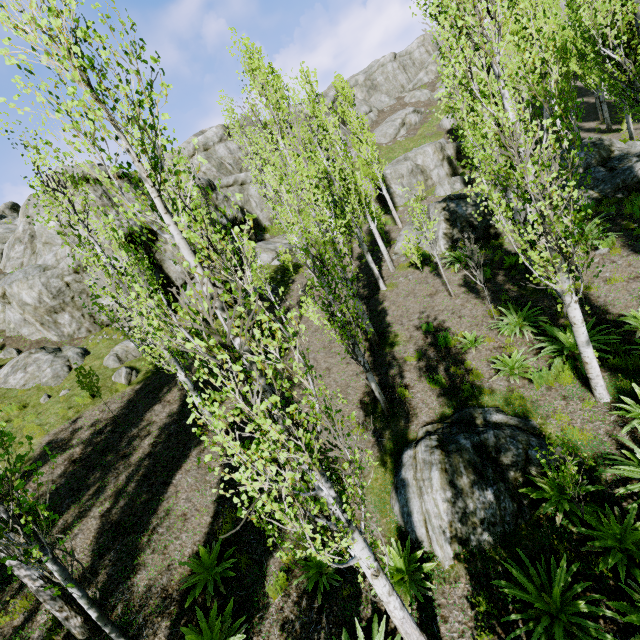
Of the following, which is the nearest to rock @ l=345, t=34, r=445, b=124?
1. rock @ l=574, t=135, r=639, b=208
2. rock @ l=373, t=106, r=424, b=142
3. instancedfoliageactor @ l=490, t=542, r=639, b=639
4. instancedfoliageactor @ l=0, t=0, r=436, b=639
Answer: instancedfoliageactor @ l=0, t=0, r=436, b=639

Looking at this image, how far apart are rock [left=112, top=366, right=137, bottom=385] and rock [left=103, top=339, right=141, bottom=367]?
0.36m

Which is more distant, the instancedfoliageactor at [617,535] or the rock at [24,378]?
the rock at [24,378]

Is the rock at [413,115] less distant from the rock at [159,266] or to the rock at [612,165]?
the rock at [159,266]

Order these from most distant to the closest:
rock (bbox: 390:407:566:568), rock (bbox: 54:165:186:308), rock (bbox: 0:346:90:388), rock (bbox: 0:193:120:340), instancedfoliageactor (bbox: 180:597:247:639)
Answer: rock (bbox: 54:165:186:308), rock (bbox: 0:193:120:340), rock (bbox: 0:346:90:388), rock (bbox: 390:407:566:568), instancedfoliageactor (bbox: 180:597:247:639)

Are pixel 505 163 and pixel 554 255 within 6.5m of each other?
yes

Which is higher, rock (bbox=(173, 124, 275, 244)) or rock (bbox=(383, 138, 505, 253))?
rock (bbox=(173, 124, 275, 244))

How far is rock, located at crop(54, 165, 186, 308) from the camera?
17.1m
